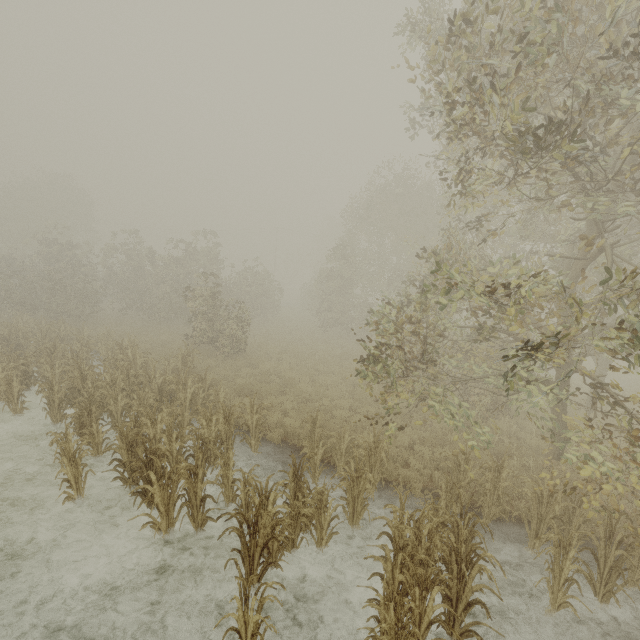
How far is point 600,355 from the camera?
12.63m
